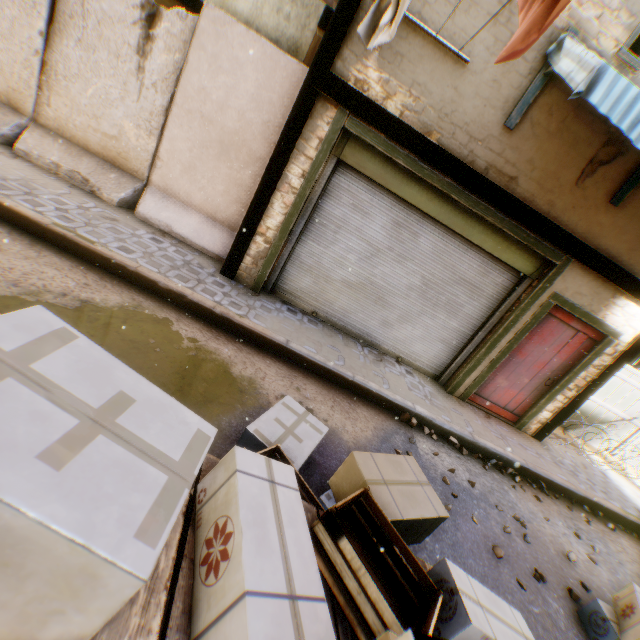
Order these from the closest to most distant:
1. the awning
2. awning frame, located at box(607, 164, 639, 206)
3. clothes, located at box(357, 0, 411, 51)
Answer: clothes, located at box(357, 0, 411, 51) → the awning → awning frame, located at box(607, 164, 639, 206)

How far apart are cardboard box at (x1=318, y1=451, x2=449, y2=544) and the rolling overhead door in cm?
8

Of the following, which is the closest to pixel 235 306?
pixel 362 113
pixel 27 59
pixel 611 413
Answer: pixel 362 113

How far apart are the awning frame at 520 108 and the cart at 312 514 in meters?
4.3

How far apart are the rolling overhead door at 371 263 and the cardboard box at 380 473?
→ 0.08m

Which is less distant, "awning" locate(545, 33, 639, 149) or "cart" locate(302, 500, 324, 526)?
"cart" locate(302, 500, 324, 526)

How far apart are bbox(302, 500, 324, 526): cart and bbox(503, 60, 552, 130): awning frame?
4.28m

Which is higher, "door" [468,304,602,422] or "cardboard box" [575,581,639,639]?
"door" [468,304,602,422]
